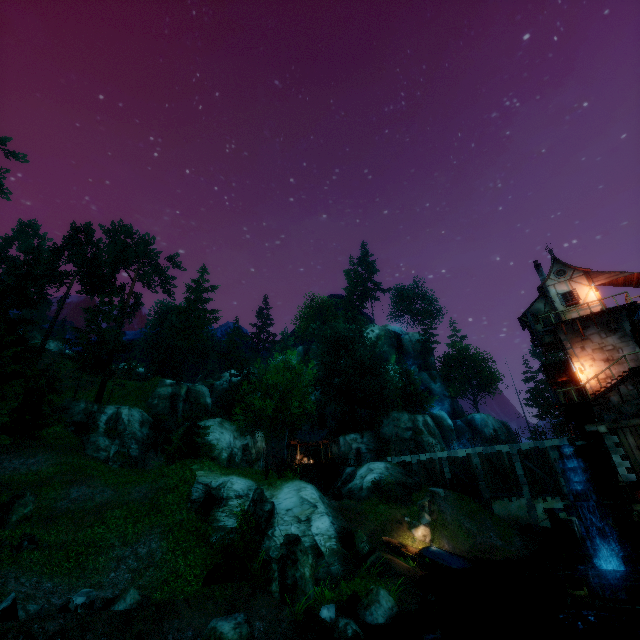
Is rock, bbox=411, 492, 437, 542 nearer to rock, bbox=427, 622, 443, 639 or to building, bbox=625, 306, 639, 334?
building, bbox=625, 306, 639, 334

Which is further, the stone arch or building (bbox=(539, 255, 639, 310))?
building (bbox=(539, 255, 639, 310))

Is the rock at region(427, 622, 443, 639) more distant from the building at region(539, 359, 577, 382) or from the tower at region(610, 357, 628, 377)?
the building at region(539, 359, 577, 382)

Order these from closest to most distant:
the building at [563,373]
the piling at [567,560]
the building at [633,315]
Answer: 1. the piling at [567,560]
2. the building at [633,315]
3. the building at [563,373]

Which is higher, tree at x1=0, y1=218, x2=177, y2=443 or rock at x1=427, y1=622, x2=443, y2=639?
tree at x1=0, y1=218, x2=177, y2=443

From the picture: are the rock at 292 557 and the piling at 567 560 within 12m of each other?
no

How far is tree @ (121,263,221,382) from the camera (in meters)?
45.06

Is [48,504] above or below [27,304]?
below
